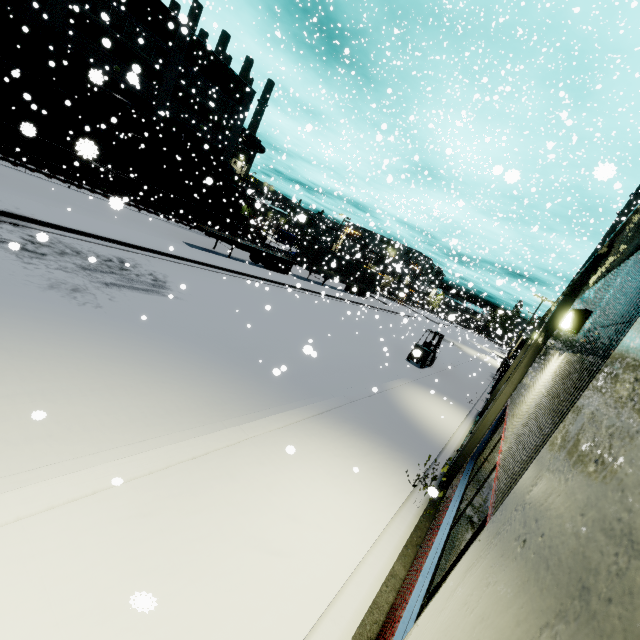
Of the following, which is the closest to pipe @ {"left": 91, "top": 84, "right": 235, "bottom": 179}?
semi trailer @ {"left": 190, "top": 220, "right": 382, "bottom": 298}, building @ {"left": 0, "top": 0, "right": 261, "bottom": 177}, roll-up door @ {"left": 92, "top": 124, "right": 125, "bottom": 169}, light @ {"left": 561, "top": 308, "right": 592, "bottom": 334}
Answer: building @ {"left": 0, "top": 0, "right": 261, "bottom": 177}

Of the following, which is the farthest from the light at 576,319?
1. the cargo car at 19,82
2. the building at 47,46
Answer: the cargo car at 19,82

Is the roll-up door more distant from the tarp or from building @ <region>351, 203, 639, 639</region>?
the tarp

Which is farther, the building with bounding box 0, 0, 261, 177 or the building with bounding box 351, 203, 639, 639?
the building with bounding box 0, 0, 261, 177

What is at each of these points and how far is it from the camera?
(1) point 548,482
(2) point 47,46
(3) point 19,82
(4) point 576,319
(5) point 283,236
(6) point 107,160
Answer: (1) building, 0.8m
(2) building, 22.2m
(3) cargo car, 18.8m
(4) light, 3.6m
(5) tarp, 48.1m
(6) roll-up door, 28.2m

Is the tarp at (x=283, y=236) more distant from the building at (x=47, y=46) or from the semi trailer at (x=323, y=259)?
the building at (x=47, y=46)

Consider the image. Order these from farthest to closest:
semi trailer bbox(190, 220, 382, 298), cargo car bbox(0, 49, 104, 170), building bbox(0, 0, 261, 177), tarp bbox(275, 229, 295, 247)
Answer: tarp bbox(275, 229, 295, 247)
semi trailer bbox(190, 220, 382, 298)
building bbox(0, 0, 261, 177)
cargo car bbox(0, 49, 104, 170)

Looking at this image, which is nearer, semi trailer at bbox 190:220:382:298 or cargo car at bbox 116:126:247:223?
semi trailer at bbox 190:220:382:298
